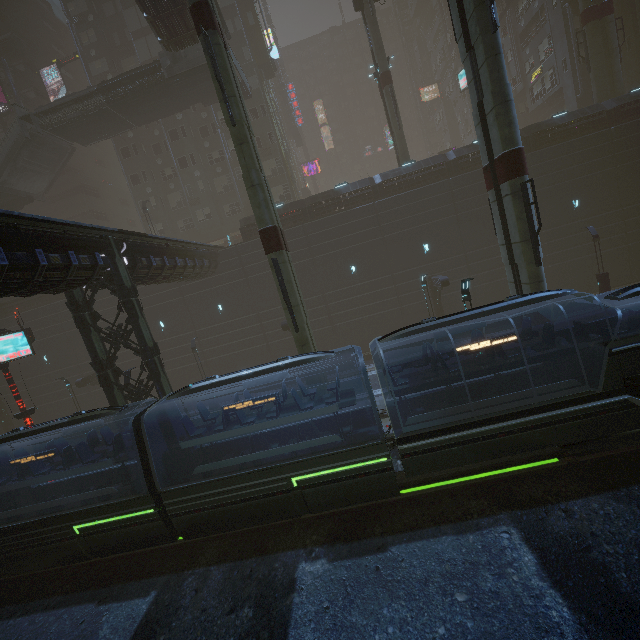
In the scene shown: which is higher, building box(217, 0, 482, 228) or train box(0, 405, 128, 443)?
building box(217, 0, 482, 228)

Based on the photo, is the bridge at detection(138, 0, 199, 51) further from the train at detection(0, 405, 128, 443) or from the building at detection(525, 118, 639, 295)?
the train at detection(0, 405, 128, 443)

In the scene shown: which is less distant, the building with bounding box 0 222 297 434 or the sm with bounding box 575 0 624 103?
the building with bounding box 0 222 297 434

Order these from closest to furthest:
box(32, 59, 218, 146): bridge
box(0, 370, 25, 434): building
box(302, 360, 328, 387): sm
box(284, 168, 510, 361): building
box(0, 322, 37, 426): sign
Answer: box(302, 360, 328, 387): sm → box(0, 322, 37, 426): sign → box(284, 168, 510, 361): building → box(32, 59, 218, 146): bridge → box(0, 370, 25, 434): building

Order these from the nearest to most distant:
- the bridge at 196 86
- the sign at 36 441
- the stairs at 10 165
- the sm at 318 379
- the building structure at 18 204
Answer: the sm at 318 379 < the sign at 36 441 < the bridge at 196 86 < the stairs at 10 165 < the building structure at 18 204

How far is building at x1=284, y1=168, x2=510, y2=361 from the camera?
25.5m

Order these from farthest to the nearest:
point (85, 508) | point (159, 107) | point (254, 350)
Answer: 1. point (159, 107)
2. point (254, 350)
3. point (85, 508)

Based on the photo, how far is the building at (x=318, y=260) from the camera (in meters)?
25.48
